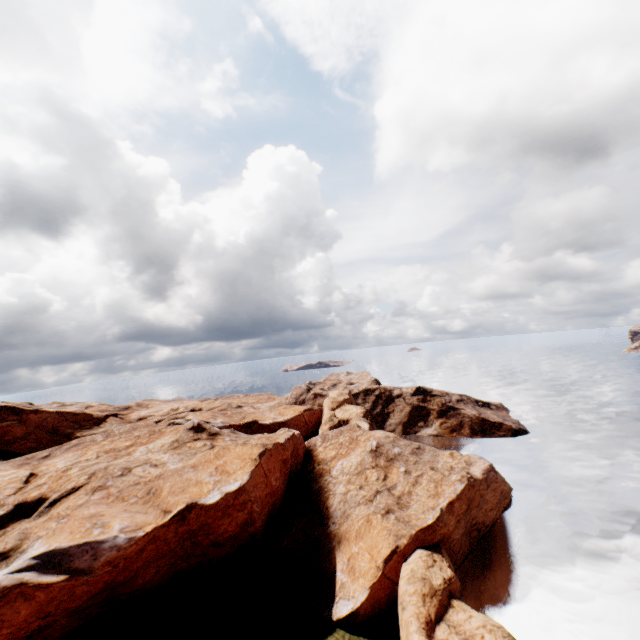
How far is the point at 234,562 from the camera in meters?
29.4 m
